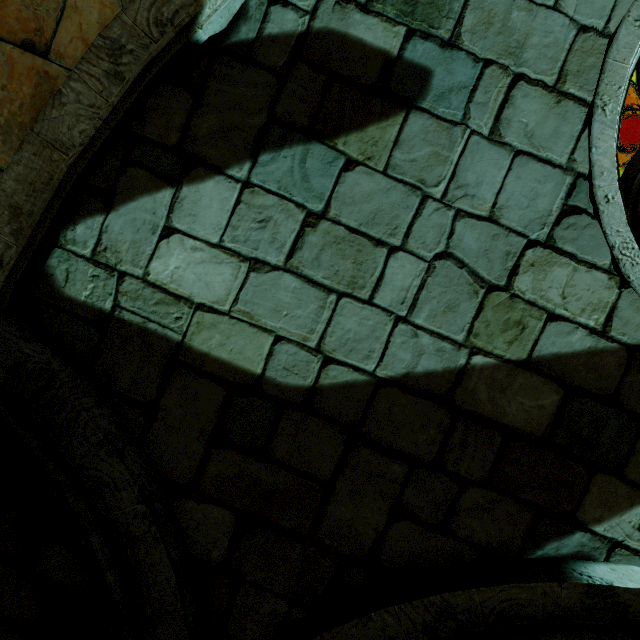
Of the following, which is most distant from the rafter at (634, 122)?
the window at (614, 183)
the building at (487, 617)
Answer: the window at (614, 183)

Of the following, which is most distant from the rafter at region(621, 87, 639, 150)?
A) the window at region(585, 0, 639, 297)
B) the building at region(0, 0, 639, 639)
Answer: the window at region(585, 0, 639, 297)

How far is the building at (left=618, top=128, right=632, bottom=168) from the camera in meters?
7.6

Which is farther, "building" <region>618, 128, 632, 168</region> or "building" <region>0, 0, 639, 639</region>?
"building" <region>618, 128, 632, 168</region>

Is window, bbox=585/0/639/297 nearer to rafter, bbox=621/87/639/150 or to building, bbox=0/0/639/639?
building, bbox=0/0/639/639

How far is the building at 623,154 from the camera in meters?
7.6

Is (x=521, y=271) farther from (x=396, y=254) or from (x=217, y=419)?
(x=217, y=419)
